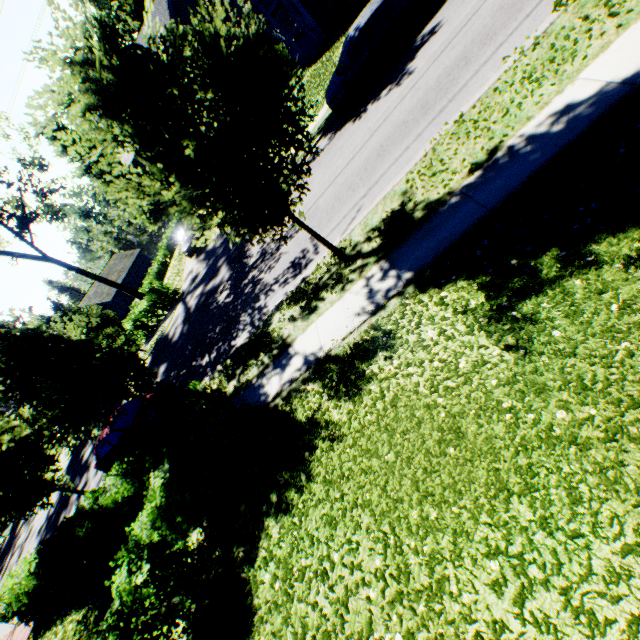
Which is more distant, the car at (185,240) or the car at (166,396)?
the car at (185,240)

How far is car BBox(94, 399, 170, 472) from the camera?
11.88m

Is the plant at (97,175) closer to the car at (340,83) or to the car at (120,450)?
the car at (120,450)

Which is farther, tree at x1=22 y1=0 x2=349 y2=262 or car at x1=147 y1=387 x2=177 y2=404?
car at x1=147 y1=387 x2=177 y2=404

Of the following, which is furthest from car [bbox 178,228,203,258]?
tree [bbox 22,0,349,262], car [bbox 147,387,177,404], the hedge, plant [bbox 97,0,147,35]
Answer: plant [bbox 97,0,147,35]

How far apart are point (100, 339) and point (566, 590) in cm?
1059

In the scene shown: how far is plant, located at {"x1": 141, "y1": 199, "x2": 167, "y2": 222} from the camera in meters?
58.2 m

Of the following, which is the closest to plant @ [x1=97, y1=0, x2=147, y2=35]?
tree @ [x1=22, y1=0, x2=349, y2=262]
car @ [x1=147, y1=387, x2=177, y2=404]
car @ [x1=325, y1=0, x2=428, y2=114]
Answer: tree @ [x1=22, y1=0, x2=349, y2=262]
